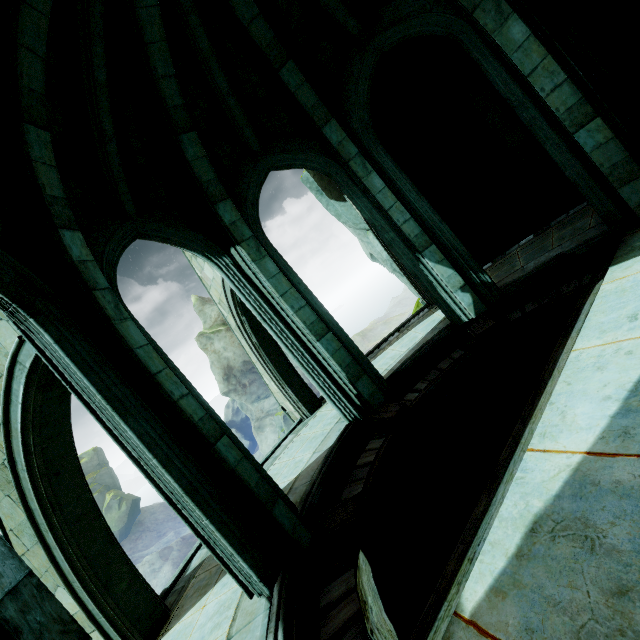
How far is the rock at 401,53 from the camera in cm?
789

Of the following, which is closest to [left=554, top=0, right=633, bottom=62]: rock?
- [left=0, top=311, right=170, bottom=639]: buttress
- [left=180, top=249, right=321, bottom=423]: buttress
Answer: [left=180, top=249, right=321, bottom=423]: buttress

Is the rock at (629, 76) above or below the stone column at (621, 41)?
below

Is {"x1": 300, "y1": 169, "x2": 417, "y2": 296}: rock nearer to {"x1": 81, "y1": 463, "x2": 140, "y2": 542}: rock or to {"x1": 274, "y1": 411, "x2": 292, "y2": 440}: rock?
{"x1": 274, "y1": 411, "x2": 292, "y2": 440}: rock

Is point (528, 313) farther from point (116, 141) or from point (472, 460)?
point (116, 141)

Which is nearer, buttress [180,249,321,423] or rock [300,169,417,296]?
buttress [180,249,321,423]

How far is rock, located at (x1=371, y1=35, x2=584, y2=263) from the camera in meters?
7.9 m

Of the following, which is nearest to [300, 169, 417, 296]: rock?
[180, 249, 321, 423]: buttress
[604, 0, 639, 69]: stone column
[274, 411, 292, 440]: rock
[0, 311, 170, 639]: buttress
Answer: [604, 0, 639, 69]: stone column
